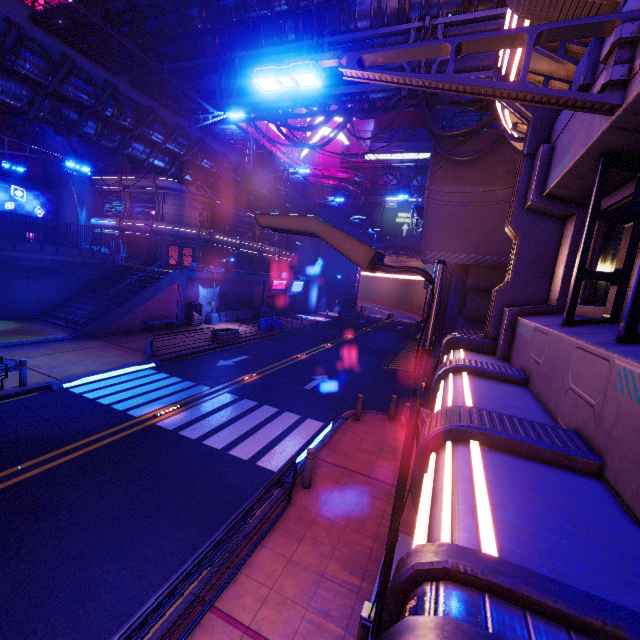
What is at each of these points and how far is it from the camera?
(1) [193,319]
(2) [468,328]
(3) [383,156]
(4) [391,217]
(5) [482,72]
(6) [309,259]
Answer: (1) atm, 27.0m
(2) pillar, 19.6m
(3) sign, 49.1m
(4) sign, 48.1m
(5) pipe, 12.4m
(6) building, 52.8m

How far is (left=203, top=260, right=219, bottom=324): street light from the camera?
28.9m

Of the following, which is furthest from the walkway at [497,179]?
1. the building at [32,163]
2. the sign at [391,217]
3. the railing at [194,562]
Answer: the building at [32,163]

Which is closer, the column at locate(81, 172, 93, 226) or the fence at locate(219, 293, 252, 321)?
the fence at locate(219, 293, 252, 321)

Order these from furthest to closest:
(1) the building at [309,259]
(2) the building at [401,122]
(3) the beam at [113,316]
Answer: (2) the building at [401,122] < (1) the building at [309,259] < (3) the beam at [113,316]

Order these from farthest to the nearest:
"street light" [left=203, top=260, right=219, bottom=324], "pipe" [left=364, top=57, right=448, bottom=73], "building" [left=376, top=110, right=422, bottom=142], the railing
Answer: "building" [left=376, top=110, right=422, bottom=142] → "street light" [left=203, top=260, right=219, bottom=324] → "pipe" [left=364, top=57, right=448, bottom=73] → the railing

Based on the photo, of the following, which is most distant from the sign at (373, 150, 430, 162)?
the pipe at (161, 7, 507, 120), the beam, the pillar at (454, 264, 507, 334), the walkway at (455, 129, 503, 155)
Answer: the pillar at (454, 264, 507, 334)

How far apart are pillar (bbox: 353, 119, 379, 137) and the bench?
54.8 meters
